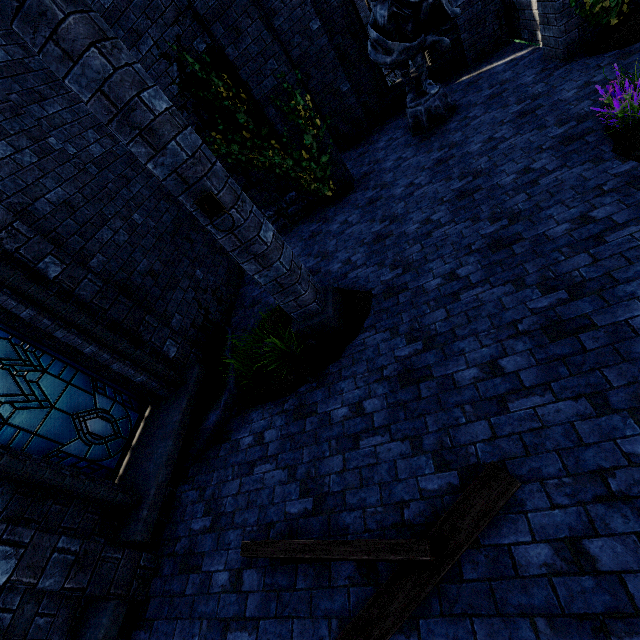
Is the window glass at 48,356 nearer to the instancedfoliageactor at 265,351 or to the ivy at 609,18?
the instancedfoliageactor at 265,351

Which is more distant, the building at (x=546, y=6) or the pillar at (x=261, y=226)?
the building at (x=546, y=6)

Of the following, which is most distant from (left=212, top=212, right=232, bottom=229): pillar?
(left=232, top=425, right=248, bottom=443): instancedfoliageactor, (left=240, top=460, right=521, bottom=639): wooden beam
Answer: (left=240, top=460, right=521, bottom=639): wooden beam

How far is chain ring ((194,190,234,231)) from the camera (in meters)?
3.32

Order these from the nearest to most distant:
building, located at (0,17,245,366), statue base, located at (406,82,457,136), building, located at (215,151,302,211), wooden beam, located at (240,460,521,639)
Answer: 1. wooden beam, located at (240,460,521,639)
2. building, located at (0,17,245,366)
3. statue base, located at (406,82,457,136)
4. building, located at (215,151,302,211)

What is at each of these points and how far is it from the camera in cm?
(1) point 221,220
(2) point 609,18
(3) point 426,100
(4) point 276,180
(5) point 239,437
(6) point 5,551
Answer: (1) pillar, 354
(2) ivy, 553
(3) statue base, 714
(4) building, 792
(5) instancedfoliageactor, 457
(6) building, 295

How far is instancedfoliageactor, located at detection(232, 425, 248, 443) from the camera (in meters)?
4.48

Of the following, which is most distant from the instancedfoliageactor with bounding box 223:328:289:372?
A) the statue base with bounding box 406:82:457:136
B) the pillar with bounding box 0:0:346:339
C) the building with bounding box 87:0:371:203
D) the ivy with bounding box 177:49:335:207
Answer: the statue base with bounding box 406:82:457:136
